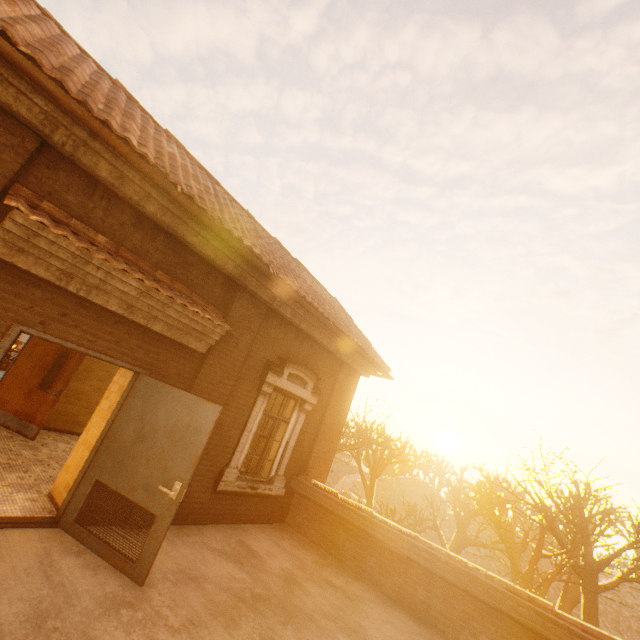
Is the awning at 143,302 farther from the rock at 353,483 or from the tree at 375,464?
the rock at 353,483

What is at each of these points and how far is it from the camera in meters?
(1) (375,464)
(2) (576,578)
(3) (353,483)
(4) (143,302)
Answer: (1) tree, 30.2 m
(2) tree, 19.4 m
(3) rock, 41.7 m
(4) awning, 4.5 m

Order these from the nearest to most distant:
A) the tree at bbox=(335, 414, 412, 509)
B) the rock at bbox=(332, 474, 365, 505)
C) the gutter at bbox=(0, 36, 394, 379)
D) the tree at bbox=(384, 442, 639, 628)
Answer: the gutter at bbox=(0, 36, 394, 379) → the tree at bbox=(384, 442, 639, 628) → the tree at bbox=(335, 414, 412, 509) → the rock at bbox=(332, 474, 365, 505)

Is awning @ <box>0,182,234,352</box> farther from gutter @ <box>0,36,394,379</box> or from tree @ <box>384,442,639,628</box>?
tree @ <box>384,442,639,628</box>

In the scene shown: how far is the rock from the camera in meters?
35.9

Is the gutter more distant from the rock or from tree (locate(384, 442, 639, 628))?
the rock

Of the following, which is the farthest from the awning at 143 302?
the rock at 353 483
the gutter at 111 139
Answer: the rock at 353 483

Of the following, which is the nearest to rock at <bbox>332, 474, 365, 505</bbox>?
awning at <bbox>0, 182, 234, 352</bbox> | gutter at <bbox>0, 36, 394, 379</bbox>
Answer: gutter at <bbox>0, 36, 394, 379</bbox>
